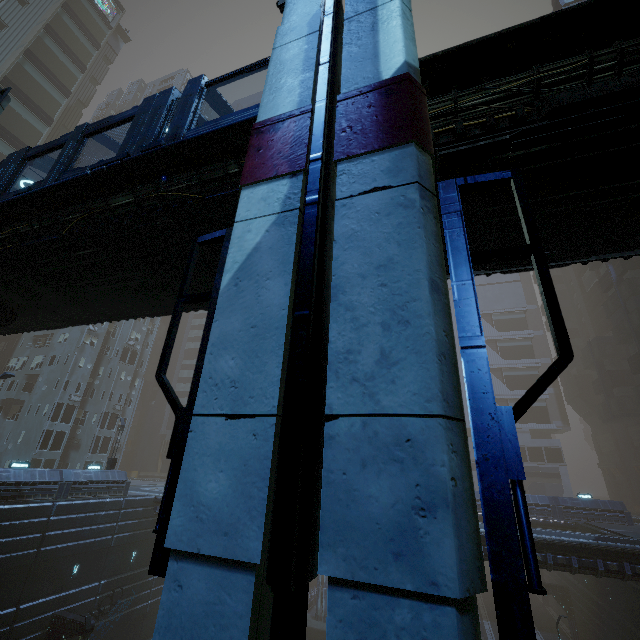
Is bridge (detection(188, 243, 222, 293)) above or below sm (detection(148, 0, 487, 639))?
above

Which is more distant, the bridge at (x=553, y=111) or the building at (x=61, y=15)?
the building at (x=61, y=15)

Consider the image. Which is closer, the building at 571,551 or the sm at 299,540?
the sm at 299,540

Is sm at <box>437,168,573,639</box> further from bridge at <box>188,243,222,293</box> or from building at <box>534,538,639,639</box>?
building at <box>534,538,639,639</box>

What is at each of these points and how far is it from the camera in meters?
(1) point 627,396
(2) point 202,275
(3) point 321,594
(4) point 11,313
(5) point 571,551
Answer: (1) building, 44.3
(2) bridge, 9.3
(3) building, 37.5
(4) building structure, 12.1
(5) building, 20.4

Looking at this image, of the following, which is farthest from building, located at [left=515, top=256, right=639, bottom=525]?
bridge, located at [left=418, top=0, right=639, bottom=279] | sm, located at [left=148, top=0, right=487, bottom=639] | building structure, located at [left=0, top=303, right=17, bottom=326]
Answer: building structure, located at [left=0, top=303, right=17, bottom=326]

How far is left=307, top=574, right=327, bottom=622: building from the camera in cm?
3562
